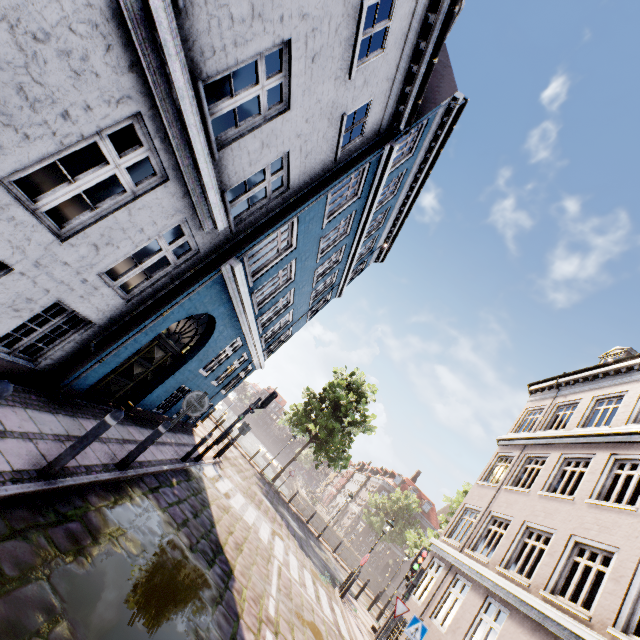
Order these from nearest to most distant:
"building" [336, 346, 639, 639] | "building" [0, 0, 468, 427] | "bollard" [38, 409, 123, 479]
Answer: "building" [0, 0, 468, 427] → "bollard" [38, 409, 123, 479] → "building" [336, 346, 639, 639]

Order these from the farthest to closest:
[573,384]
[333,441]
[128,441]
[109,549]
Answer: [333,441] < [573,384] < [128,441] < [109,549]

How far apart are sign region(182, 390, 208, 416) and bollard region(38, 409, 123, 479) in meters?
2.2

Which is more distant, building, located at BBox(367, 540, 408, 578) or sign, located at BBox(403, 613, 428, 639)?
building, located at BBox(367, 540, 408, 578)

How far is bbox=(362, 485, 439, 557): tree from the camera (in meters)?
24.59

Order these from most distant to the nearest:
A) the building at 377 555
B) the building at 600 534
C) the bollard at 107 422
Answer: the building at 377 555, the building at 600 534, the bollard at 107 422

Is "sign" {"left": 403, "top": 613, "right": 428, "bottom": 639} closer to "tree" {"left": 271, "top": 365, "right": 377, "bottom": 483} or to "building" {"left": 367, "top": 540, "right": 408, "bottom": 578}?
"tree" {"left": 271, "top": 365, "right": 377, "bottom": 483}

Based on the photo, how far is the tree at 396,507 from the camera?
Answer: 24.59m
